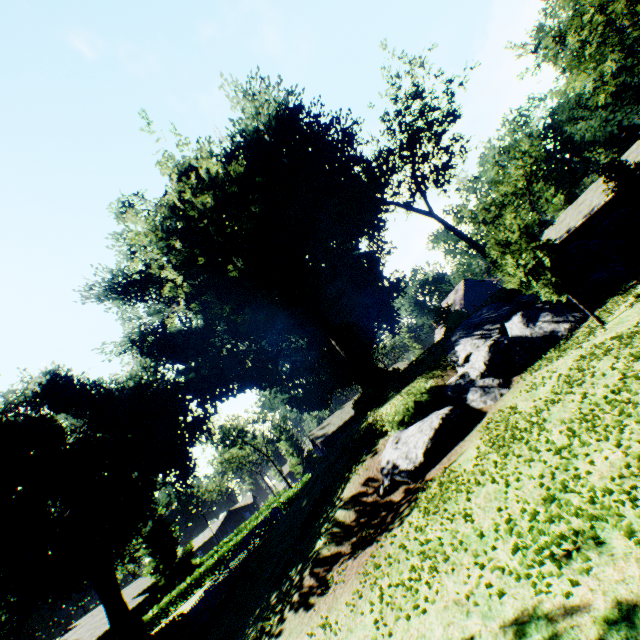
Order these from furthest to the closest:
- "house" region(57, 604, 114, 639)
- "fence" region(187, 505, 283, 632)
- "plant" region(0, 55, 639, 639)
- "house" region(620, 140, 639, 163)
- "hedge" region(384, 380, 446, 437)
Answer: "house" region(57, 604, 114, 639) → "house" region(620, 140, 639, 163) → "plant" region(0, 55, 639, 639) → "fence" region(187, 505, 283, 632) → "hedge" region(384, 380, 446, 437)

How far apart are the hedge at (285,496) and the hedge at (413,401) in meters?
30.4 m

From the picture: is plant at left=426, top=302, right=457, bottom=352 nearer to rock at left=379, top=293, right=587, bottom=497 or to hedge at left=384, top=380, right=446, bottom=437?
rock at left=379, top=293, right=587, bottom=497

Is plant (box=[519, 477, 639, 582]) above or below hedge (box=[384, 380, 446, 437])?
below

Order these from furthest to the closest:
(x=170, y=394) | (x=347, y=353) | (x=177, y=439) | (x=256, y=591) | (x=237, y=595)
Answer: (x=177, y=439) → (x=170, y=394) → (x=347, y=353) → (x=237, y=595) → (x=256, y=591)

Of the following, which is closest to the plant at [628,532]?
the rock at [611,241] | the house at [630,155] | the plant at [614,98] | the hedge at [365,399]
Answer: the hedge at [365,399]

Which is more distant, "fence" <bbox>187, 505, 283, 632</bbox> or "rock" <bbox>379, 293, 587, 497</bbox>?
"fence" <bbox>187, 505, 283, 632</bbox>

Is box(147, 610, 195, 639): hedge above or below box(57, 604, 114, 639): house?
below
